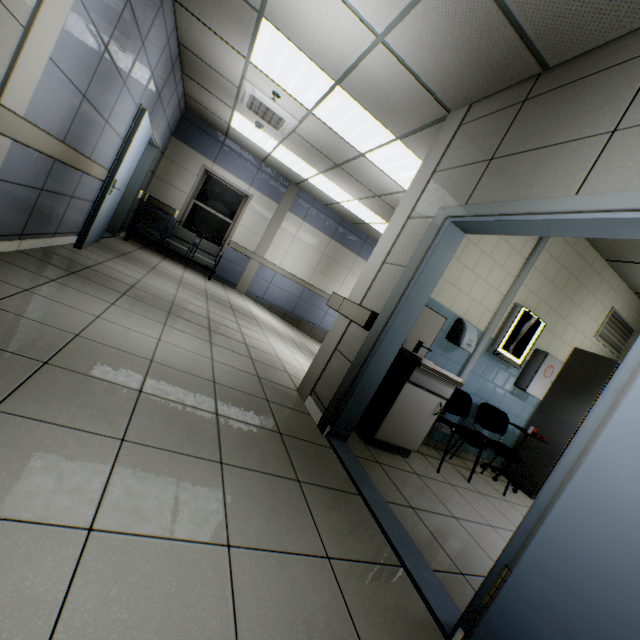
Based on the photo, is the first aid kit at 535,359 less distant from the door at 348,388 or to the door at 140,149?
the door at 348,388

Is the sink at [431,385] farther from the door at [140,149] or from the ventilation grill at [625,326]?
the door at [140,149]

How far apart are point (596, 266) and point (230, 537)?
5.3 meters

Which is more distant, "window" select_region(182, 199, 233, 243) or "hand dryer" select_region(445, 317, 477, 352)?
"window" select_region(182, 199, 233, 243)

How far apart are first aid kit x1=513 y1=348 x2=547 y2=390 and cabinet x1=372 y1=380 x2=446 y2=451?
1.8m

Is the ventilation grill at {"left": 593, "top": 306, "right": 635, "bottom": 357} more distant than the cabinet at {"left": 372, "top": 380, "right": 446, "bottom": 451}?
Yes

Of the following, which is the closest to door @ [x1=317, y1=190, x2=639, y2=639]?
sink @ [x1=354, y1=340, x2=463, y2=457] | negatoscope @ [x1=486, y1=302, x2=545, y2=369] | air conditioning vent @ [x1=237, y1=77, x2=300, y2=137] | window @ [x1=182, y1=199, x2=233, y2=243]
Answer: sink @ [x1=354, y1=340, x2=463, y2=457]

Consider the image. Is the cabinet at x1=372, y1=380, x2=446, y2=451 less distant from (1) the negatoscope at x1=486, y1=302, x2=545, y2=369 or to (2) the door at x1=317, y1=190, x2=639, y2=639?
(2) the door at x1=317, y1=190, x2=639, y2=639
